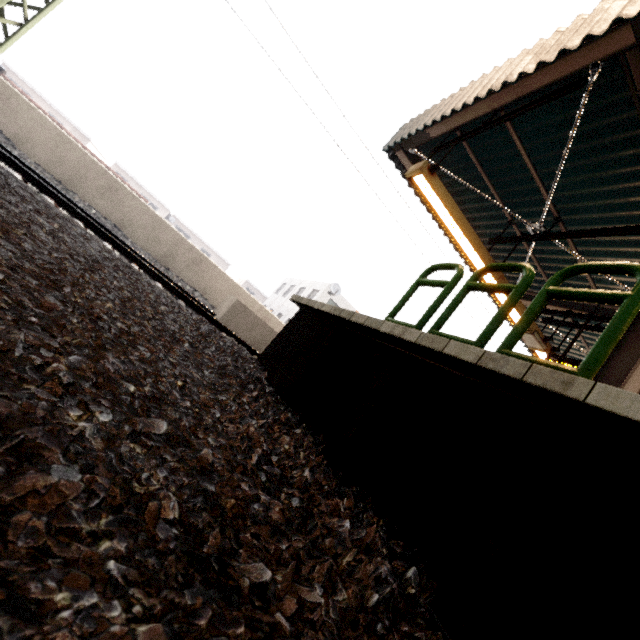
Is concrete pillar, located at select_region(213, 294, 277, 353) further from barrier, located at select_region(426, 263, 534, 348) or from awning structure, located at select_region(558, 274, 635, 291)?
barrier, located at select_region(426, 263, 534, 348)

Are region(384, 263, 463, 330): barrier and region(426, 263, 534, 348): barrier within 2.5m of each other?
yes

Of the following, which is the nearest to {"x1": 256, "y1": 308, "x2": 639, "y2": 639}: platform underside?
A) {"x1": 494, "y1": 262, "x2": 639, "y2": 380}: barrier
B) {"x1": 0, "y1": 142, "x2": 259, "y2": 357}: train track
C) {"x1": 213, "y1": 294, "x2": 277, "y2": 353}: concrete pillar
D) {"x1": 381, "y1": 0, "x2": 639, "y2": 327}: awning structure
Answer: {"x1": 494, "y1": 262, "x2": 639, "y2": 380}: barrier

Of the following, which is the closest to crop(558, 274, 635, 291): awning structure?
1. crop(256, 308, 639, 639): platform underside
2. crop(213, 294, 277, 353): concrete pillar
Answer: crop(256, 308, 639, 639): platform underside

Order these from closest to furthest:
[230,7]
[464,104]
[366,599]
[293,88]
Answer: [366,599] → [464,104] → [230,7] → [293,88]

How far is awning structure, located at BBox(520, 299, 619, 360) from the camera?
6.6m

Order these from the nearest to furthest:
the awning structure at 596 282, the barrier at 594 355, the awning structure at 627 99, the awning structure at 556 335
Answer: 1. the barrier at 594 355
2. the awning structure at 627 99
3. the awning structure at 596 282
4. the awning structure at 556 335

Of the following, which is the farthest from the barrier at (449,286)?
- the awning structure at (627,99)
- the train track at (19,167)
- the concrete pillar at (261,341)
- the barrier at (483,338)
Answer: the concrete pillar at (261,341)
